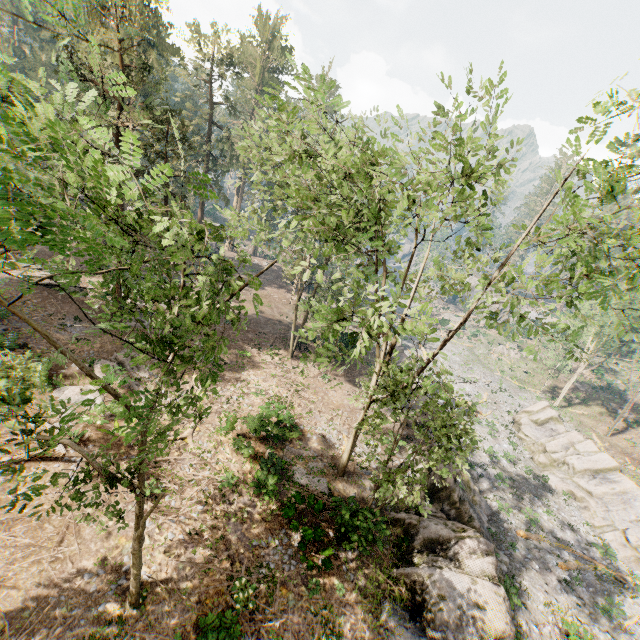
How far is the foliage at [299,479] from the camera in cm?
1703

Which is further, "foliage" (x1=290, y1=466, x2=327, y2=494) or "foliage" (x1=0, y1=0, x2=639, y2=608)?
"foliage" (x1=290, y1=466, x2=327, y2=494)

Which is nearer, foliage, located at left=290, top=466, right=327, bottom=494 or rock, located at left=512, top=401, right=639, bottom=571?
foliage, located at left=290, top=466, right=327, bottom=494

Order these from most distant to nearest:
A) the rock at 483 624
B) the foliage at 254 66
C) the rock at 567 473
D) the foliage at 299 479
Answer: the rock at 567 473 → the foliage at 299 479 → the rock at 483 624 → the foliage at 254 66

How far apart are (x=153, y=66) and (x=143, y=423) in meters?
51.3

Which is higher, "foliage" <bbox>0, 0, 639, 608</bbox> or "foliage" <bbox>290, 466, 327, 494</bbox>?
"foliage" <bbox>0, 0, 639, 608</bbox>
